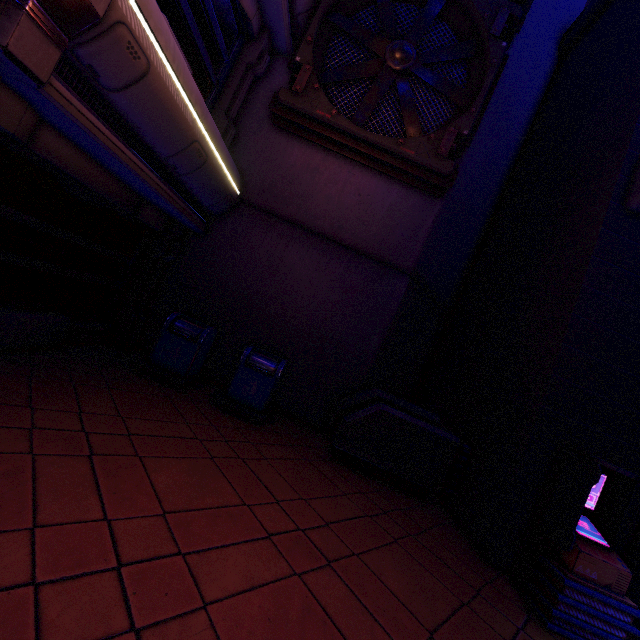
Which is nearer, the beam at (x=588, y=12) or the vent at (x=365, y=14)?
the vent at (x=365, y=14)

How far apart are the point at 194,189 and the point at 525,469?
7.2m

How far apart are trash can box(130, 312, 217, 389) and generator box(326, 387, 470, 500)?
2.6m

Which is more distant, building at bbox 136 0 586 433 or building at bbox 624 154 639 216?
building at bbox 136 0 586 433

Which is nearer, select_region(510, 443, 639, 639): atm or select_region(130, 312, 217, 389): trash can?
select_region(510, 443, 639, 639): atm

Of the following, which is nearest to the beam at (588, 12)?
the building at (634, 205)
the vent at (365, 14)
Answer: the building at (634, 205)

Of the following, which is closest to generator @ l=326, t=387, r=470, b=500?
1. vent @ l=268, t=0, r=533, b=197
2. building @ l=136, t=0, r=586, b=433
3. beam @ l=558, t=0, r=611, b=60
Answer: building @ l=136, t=0, r=586, b=433

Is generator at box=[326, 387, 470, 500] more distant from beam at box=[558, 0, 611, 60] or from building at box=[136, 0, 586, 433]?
beam at box=[558, 0, 611, 60]
